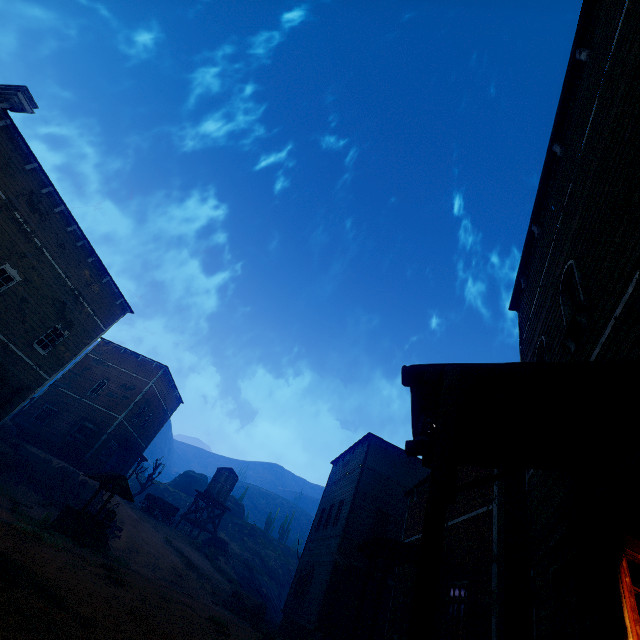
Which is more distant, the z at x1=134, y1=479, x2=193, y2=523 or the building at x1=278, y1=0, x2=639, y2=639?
the z at x1=134, y1=479, x2=193, y2=523

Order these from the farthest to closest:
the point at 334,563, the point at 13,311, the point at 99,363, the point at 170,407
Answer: the point at 170,407 → the point at 99,363 → the point at 334,563 → the point at 13,311

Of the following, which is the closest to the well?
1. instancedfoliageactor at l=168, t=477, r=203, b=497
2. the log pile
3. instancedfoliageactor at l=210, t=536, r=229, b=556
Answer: instancedfoliageactor at l=210, t=536, r=229, b=556

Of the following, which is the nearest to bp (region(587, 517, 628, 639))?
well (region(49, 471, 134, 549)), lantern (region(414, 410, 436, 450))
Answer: lantern (region(414, 410, 436, 450))

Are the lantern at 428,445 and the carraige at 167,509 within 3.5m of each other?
no

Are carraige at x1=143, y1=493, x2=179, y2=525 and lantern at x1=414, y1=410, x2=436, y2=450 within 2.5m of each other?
no

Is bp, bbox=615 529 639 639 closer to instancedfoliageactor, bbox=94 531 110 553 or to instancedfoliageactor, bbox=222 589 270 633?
instancedfoliageactor, bbox=94 531 110 553

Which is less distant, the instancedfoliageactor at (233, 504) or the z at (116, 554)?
the z at (116, 554)
